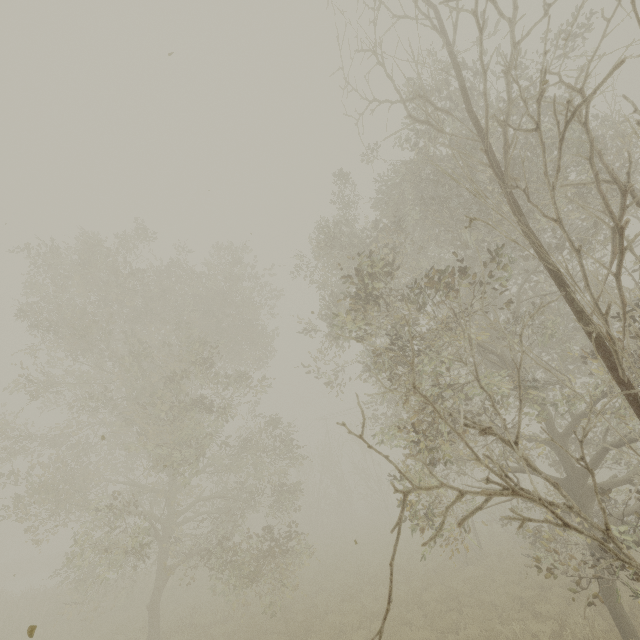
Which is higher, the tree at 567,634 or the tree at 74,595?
the tree at 567,634

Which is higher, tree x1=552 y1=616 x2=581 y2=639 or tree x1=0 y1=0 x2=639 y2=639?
tree x1=552 y1=616 x2=581 y2=639

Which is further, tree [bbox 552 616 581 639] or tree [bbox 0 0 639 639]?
tree [bbox 552 616 581 639]

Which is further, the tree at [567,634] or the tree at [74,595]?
the tree at [567,634]

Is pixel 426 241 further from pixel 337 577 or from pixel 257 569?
pixel 337 577
